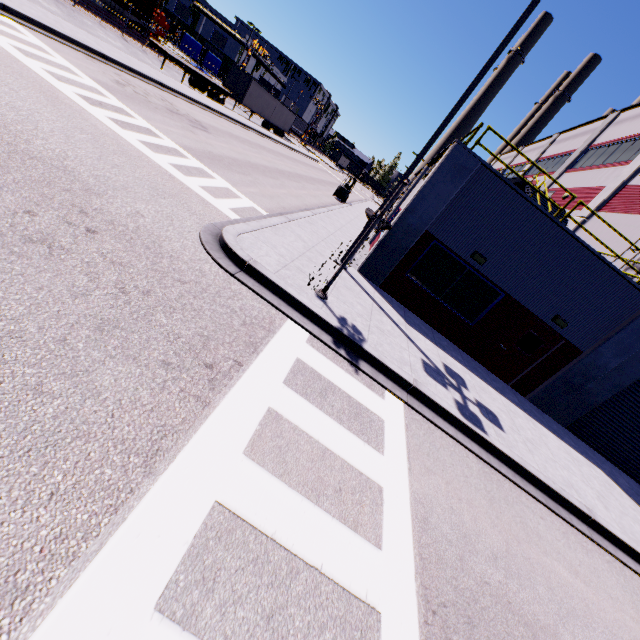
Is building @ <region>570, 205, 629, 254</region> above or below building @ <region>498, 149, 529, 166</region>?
below

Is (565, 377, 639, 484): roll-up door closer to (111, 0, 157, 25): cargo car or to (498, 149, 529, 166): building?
(498, 149, 529, 166): building

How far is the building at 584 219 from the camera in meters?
13.2

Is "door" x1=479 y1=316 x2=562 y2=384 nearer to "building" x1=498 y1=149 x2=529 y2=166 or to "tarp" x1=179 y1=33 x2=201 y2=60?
"building" x1=498 y1=149 x2=529 y2=166

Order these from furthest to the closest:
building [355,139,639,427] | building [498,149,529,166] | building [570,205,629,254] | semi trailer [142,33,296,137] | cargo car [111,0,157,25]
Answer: building [498,149,529,166]
cargo car [111,0,157,25]
semi trailer [142,33,296,137]
building [570,205,629,254]
building [355,139,639,427]

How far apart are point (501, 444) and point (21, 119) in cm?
1166

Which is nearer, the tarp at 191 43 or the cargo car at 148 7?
the cargo car at 148 7

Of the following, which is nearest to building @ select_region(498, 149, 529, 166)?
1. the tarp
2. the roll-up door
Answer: the roll-up door
